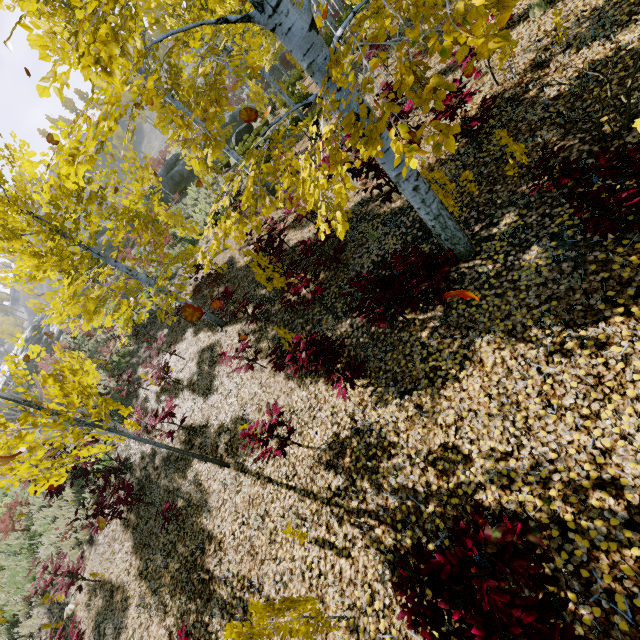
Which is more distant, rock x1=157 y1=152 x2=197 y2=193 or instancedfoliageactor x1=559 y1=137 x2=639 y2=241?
rock x1=157 y1=152 x2=197 y2=193

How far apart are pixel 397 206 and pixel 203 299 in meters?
8.2

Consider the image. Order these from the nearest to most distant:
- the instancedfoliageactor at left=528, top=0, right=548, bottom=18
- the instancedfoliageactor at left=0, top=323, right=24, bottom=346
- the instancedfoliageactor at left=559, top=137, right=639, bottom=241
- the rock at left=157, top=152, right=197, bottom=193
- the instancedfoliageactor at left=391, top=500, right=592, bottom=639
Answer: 1. the instancedfoliageactor at left=391, top=500, right=592, bottom=639
2. the instancedfoliageactor at left=559, top=137, right=639, bottom=241
3. the instancedfoliageactor at left=0, top=323, right=24, bottom=346
4. the instancedfoliageactor at left=528, top=0, right=548, bottom=18
5. the rock at left=157, top=152, right=197, bottom=193

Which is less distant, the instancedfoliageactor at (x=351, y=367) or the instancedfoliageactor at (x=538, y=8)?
the instancedfoliageactor at (x=351, y=367)

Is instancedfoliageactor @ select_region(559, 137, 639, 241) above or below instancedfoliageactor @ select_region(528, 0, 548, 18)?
above

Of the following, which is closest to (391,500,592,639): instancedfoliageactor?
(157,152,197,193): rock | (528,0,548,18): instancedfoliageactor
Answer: (528,0,548,18): instancedfoliageactor

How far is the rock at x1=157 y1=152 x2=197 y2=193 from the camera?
26.67m

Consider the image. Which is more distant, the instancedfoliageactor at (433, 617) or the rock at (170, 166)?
the rock at (170, 166)
